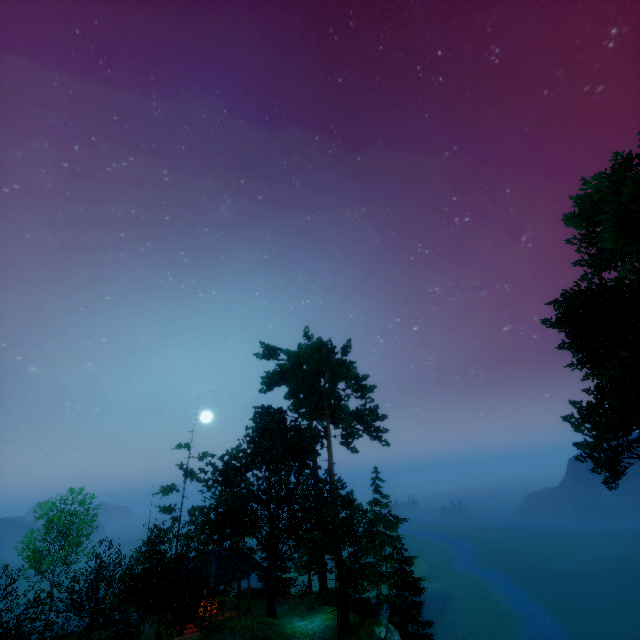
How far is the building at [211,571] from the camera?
24.4 meters

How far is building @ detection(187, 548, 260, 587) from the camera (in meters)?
24.42

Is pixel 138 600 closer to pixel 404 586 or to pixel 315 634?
pixel 315 634

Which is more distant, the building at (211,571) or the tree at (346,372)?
the building at (211,571)

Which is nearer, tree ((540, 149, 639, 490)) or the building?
tree ((540, 149, 639, 490))

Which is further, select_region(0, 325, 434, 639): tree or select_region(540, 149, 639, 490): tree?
select_region(0, 325, 434, 639): tree

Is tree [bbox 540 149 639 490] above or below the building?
above
